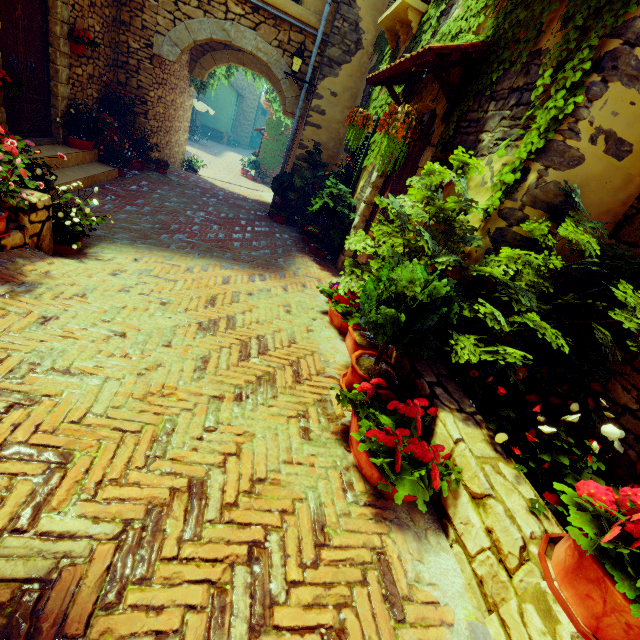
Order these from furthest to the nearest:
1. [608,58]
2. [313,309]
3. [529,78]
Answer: [313,309], [529,78], [608,58]

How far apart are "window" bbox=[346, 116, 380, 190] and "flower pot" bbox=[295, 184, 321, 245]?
1.0m

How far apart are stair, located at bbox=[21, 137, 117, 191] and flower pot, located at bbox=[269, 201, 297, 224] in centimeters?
369cm

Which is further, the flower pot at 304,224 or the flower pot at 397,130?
the flower pot at 304,224

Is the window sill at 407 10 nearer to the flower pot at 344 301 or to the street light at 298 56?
the street light at 298 56

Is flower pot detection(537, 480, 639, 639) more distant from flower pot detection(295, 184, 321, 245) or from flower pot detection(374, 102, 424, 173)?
flower pot detection(295, 184, 321, 245)

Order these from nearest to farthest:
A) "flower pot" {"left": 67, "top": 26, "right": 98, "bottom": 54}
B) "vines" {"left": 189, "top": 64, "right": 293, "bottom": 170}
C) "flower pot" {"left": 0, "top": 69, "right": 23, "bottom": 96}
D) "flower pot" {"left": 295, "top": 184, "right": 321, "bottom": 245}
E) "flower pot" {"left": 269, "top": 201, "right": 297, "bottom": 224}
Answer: "flower pot" {"left": 0, "top": 69, "right": 23, "bottom": 96}, "flower pot" {"left": 67, "top": 26, "right": 98, "bottom": 54}, "flower pot" {"left": 295, "top": 184, "right": 321, "bottom": 245}, "flower pot" {"left": 269, "top": 201, "right": 297, "bottom": 224}, "vines" {"left": 189, "top": 64, "right": 293, "bottom": 170}

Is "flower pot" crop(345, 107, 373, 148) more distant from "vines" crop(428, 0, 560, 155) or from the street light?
the street light
